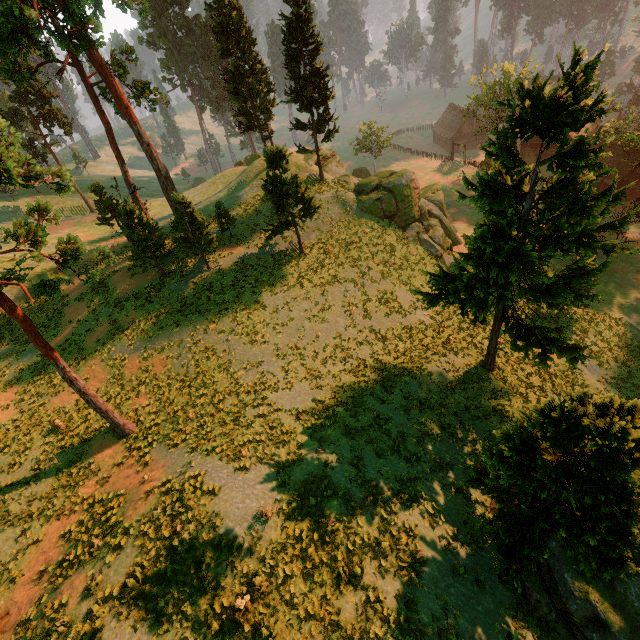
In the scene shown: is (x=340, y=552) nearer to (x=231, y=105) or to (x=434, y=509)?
(x=434, y=509)

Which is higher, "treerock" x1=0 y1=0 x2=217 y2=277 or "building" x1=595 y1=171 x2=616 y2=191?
"treerock" x1=0 y1=0 x2=217 y2=277

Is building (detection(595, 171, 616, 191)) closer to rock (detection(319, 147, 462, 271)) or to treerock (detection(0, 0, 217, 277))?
treerock (detection(0, 0, 217, 277))

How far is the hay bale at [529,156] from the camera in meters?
56.7 m

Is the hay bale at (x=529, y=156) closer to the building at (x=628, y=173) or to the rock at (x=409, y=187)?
the building at (x=628, y=173)

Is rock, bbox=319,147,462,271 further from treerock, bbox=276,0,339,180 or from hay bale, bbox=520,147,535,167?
hay bale, bbox=520,147,535,167

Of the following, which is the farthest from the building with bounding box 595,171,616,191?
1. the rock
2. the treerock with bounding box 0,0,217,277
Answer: the rock
